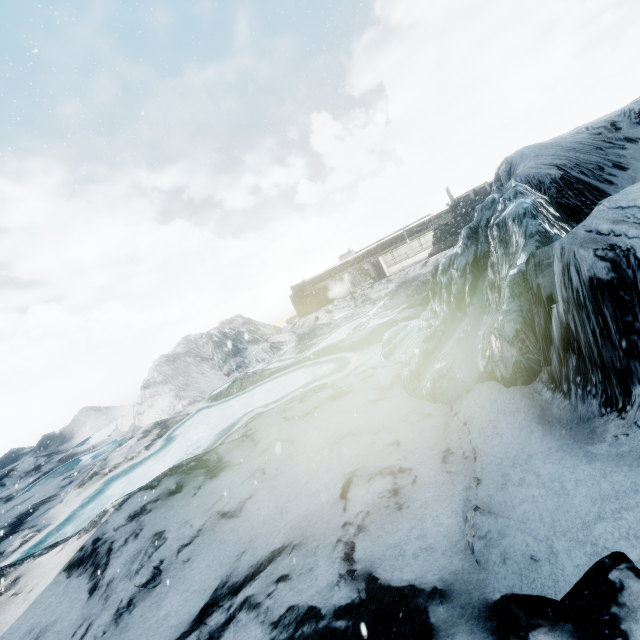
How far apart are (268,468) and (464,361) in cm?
639
